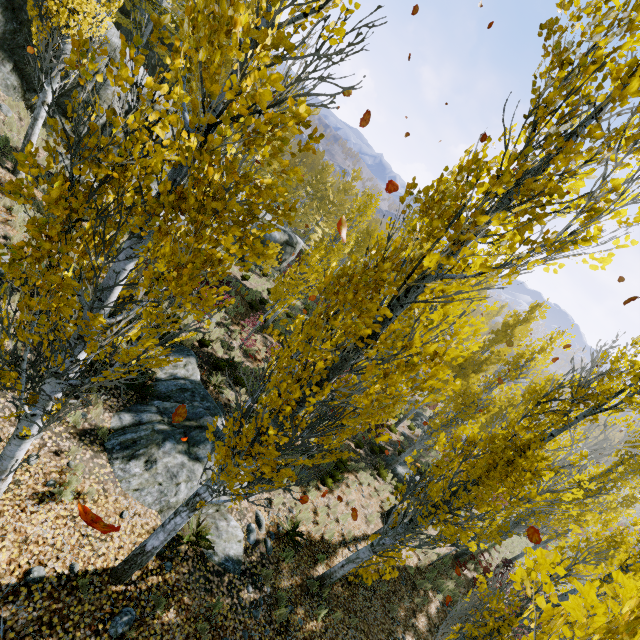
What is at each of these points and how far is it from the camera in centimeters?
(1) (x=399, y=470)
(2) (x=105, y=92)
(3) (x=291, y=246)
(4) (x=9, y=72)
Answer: (1) rock, 1764cm
(2) rock, 1378cm
(3) rock, 2805cm
(4) rock, 1220cm

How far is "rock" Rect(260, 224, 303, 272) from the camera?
26.1 meters

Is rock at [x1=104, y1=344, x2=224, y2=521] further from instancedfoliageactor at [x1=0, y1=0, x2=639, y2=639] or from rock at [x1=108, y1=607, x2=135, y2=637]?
rock at [x1=108, y1=607, x2=135, y2=637]

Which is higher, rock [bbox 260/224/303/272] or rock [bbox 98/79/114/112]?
rock [bbox 98/79/114/112]

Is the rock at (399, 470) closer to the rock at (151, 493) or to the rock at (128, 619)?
the rock at (151, 493)

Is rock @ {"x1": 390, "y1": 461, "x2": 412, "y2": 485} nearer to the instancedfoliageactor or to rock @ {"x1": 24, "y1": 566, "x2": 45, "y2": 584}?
the instancedfoliageactor

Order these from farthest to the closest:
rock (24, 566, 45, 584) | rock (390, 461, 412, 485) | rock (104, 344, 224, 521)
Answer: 1. rock (390, 461, 412, 485)
2. rock (104, 344, 224, 521)
3. rock (24, 566, 45, 584)
